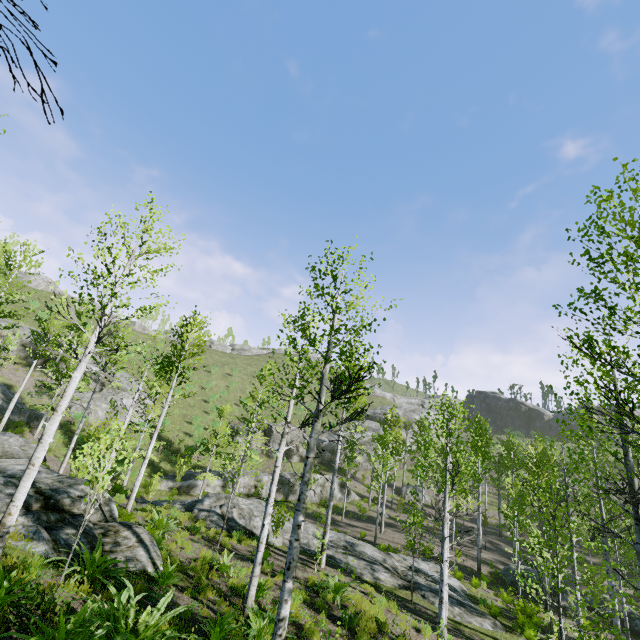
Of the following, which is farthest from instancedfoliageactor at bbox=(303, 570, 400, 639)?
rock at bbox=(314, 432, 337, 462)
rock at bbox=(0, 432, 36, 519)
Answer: rock at bbox=(314, 432, 337, 462)

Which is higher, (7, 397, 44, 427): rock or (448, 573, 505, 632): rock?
(7, 397, 44, 427): rock

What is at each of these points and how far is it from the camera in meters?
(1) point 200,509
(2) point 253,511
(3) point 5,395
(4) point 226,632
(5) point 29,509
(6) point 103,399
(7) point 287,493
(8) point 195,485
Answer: (1) rock, 16.8
(2) rock, 17.4
(3) rock, 25.6
(4) instancedfoliageactor, 5.9
(5) rock, 8.7
(6) rock, 33.2
(7) rock, 30.8
(8) rock, 26.2

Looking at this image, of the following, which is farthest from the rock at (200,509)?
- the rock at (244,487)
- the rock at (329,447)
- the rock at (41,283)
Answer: the rock at (41,283)

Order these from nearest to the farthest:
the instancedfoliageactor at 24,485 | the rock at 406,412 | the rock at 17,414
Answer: the instancedfoliageactor at 24,485, the rock at 17,414, the rock at 406,412

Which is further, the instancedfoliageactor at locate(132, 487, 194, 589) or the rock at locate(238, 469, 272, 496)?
the rock at locate(238, 469, 272, 496)

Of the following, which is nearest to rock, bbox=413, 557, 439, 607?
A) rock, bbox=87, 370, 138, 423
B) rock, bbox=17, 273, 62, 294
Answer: rock, bbox=87, 370, 138, 423

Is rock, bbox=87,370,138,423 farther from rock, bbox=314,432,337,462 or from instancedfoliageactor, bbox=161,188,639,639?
rock, bbox=314,432,337,462
